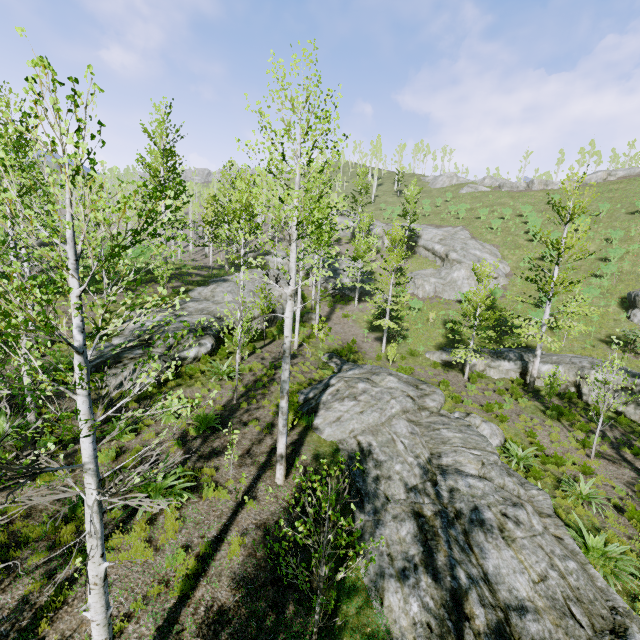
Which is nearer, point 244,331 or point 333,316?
point 244,331

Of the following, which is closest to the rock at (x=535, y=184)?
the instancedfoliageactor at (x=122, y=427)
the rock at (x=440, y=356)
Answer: the instancedfoliageactor at (x=122, y=427)

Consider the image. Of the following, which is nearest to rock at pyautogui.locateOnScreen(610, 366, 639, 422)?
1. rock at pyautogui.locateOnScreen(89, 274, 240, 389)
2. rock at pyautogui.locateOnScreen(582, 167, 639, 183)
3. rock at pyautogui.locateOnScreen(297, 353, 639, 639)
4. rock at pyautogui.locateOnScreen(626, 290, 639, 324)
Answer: rock at pyautogui.locateOnScreen(626, 290, 639, 324)

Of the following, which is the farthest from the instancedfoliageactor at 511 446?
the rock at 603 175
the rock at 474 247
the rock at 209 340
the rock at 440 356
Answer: the rock at 603 175

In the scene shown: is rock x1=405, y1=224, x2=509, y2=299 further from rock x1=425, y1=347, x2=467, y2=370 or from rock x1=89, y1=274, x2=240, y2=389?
rock x1=89, y1=274, x2=240, y2=389

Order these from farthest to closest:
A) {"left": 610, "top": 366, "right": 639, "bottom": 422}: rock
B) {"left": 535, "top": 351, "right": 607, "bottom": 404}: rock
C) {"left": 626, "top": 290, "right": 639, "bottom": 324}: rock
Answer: {"left": 626, "top": 290, "right": 639, "bottom": 324}: rock < {"left": 535, "top": 351, "right": 607, "bottom": 404}: rock < {"left": 610, "top": 366, "right": 639, "bottom": 422}: rock

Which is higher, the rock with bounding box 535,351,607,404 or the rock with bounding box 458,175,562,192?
the rock with bounding box 458,175,562,192

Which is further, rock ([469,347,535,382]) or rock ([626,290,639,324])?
rock ([626,290,639,324])
